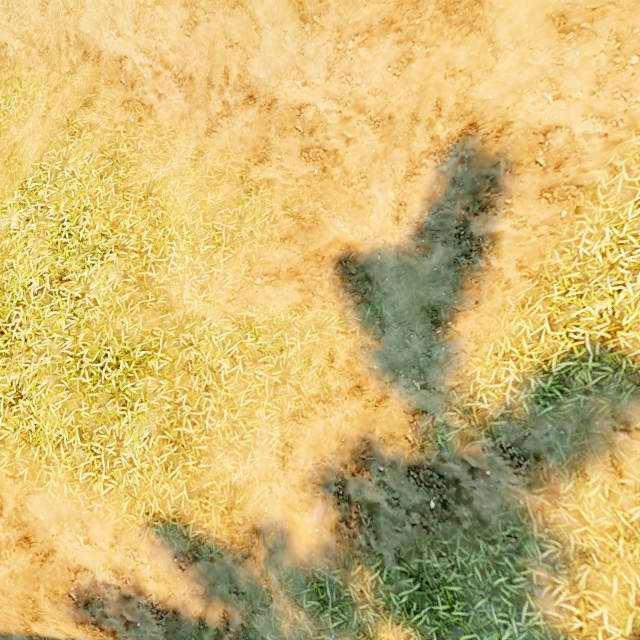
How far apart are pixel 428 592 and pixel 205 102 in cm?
807
